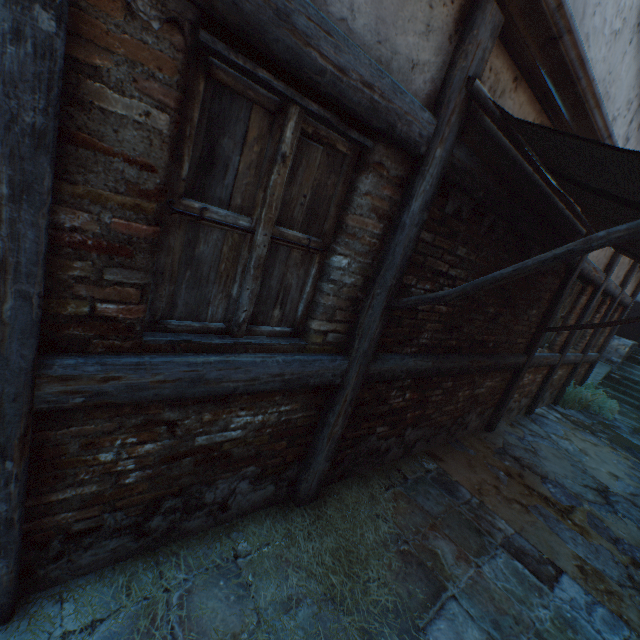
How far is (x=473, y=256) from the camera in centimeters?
300cm

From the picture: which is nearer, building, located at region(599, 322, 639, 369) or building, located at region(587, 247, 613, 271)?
building, located at region(587, 247, 613, 271)

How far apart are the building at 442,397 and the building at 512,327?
0.2 meters

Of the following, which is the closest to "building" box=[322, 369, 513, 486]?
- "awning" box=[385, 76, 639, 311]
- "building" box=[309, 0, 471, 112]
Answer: "awning" box=[385, 76, 639, 311]

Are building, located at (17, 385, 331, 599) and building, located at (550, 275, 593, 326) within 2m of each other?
no

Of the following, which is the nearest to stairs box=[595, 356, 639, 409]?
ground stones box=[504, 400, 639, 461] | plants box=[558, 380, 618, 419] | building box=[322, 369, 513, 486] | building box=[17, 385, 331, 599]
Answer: ground stones box=[504, 400, 639, 461]
